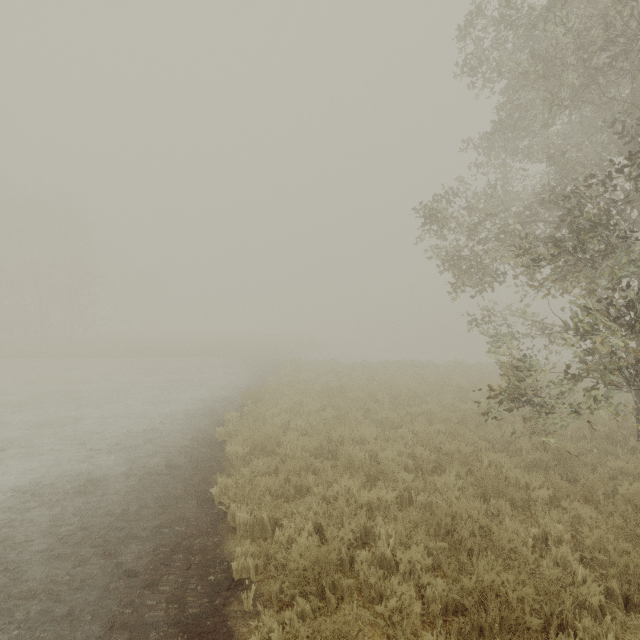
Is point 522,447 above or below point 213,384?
above
